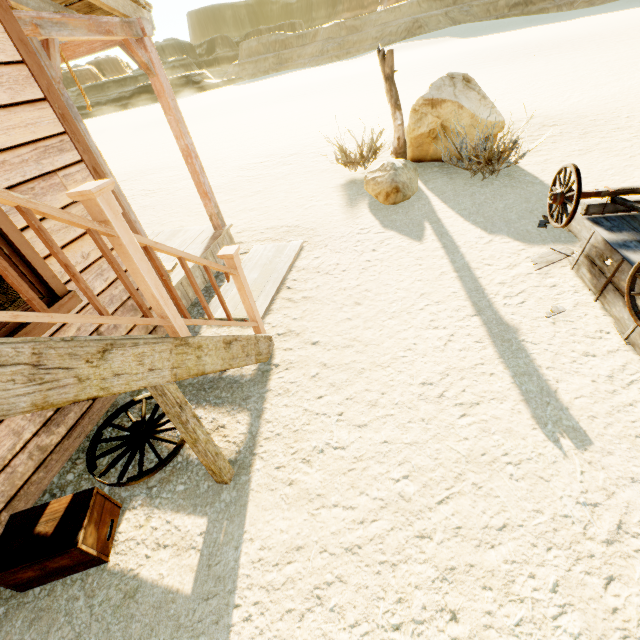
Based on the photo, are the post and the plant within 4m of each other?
yes

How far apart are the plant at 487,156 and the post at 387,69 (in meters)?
1.18

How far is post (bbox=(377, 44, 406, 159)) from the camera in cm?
635

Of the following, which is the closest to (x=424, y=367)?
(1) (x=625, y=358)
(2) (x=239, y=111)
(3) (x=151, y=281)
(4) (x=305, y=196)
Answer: (1) (x=625, y=358)

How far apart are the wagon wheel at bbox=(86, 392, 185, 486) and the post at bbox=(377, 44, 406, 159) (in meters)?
6.72

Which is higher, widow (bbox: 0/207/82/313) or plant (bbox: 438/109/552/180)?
widow (bbox: 0/207/82/313)

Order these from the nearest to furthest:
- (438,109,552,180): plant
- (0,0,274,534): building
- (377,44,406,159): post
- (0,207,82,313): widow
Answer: (0,0,274,534): building
(0,207,82,313): widow
(438,109,552,180): plant
(377,44,406,159): post

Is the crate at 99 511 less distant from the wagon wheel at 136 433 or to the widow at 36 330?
the wagon wheel at 136 433
